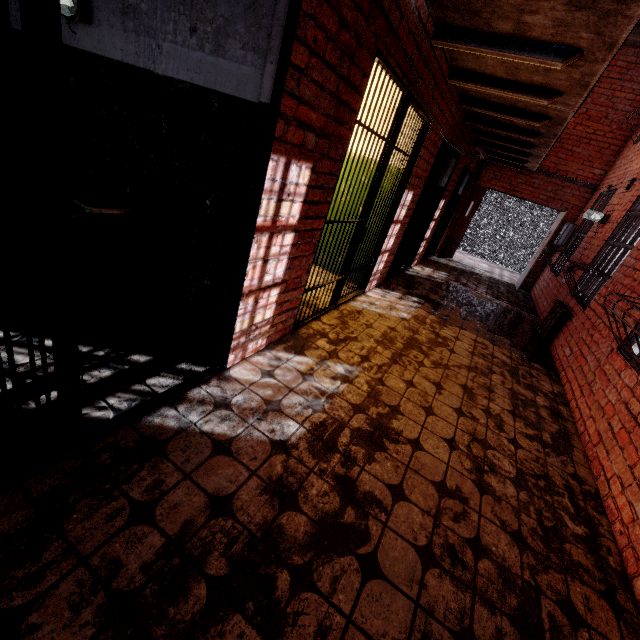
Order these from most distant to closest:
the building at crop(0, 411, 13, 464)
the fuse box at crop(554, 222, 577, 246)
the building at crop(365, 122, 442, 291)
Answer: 1. the fuse box at crop(554, 222, 577, 246)
2. the building at crop(365, 122, 442, 291)
3. the building at crop(0, 411, 13, 464)

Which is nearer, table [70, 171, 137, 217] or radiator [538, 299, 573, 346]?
table [70, 171, 137, 217]

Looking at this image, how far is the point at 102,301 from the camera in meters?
2.8

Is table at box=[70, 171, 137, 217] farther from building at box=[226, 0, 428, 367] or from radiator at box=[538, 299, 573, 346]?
radiator at box=[538, 299, 573, 346]

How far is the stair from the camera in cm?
1008

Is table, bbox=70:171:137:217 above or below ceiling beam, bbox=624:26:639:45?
below

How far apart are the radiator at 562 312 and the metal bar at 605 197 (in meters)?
1.81

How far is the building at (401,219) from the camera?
4.3 meters
